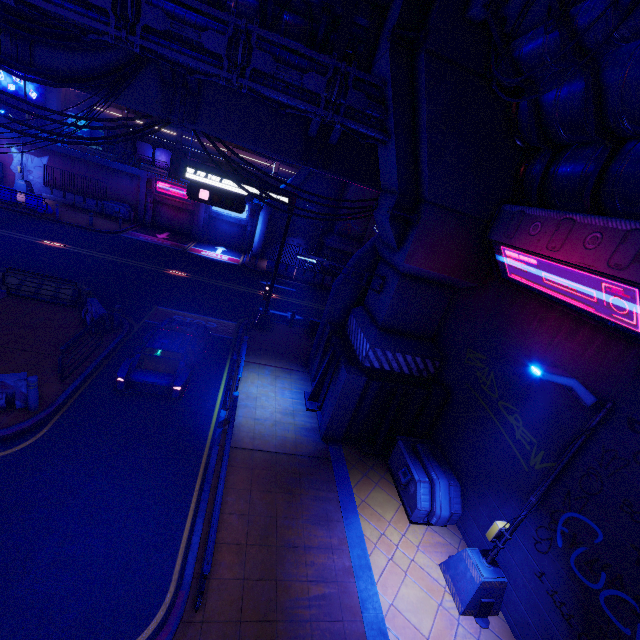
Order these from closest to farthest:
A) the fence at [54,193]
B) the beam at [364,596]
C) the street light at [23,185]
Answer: the beam at [364,596] < the street light at [23,185] < the fence at [54,193]

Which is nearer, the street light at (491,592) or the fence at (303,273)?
the street light at (491,592)

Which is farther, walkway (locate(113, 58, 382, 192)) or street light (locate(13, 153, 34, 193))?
street light (locate(13, 153, 34, 193))

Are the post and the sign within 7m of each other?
no

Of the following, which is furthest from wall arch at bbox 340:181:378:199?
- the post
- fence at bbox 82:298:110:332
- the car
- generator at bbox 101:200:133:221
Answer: generator at bbox 101:200:133:221

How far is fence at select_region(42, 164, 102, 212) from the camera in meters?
28.1

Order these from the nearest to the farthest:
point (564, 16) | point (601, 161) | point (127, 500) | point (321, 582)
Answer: point (564, 16)
point (601, 161)
point (321, 582)
point (127, 500)

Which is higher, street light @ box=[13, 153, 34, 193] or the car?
the car
